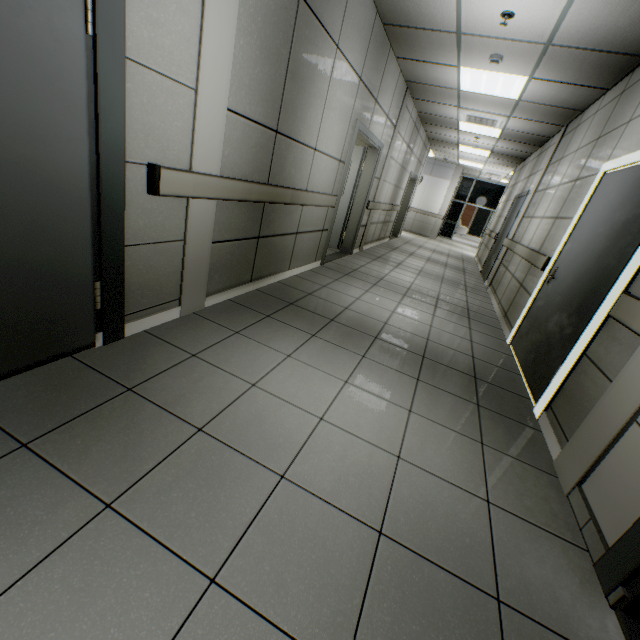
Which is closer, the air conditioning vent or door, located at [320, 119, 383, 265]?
door, located at [320, 119, 383, 265]

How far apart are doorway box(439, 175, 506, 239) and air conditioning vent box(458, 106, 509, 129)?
10.88m

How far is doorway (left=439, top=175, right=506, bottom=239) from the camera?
16.6 meters

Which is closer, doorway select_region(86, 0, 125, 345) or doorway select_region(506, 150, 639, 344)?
doorway select_region(86, 0, 125, 345)

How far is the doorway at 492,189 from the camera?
16.65m

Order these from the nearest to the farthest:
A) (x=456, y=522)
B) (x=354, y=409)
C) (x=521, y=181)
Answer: (x=456, y=522), (x=354, y=409), (x=521, y=181)

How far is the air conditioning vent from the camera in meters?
6.4 m

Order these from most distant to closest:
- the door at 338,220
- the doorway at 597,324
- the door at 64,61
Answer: the door at 338,220 → the doorway at 597,324 → the door at 64,61
